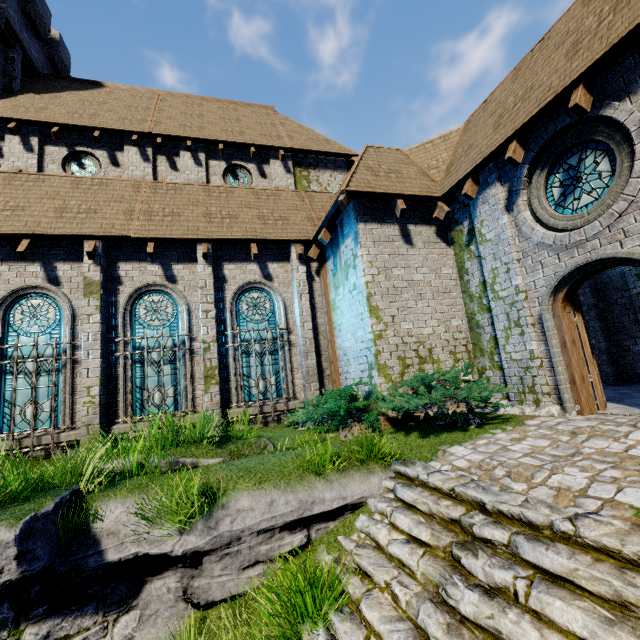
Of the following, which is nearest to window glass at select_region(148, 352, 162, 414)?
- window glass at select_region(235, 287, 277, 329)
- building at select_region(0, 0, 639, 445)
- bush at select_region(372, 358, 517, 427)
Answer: building at select_region(0, 0, 639, 445)

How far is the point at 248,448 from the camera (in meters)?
6.93

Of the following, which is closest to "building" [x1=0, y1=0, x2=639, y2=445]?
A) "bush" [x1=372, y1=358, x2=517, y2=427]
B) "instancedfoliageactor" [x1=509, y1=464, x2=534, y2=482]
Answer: "bush" [x1=372, y1=358, x2=517, y2=427]

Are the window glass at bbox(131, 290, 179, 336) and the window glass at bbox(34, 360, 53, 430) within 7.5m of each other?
yes

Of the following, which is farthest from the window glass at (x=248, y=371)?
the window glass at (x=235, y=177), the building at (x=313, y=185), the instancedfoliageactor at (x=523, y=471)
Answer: the instancedfoliageactor at (x=523, y=471)

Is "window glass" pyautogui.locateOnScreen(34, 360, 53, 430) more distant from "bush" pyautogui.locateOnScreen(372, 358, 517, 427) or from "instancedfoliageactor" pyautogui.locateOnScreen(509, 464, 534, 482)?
"instancedfoliageactor" pyautogui.locateOnScreen(509, 464, 534, 482)

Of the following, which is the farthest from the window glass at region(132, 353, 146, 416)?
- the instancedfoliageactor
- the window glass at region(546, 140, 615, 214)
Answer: the window glass at region(546, 140, 615, 214)

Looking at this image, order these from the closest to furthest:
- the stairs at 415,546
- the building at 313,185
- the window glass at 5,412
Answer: the stairs at 415,546
the building at 313,185
the window glass at 5,412
